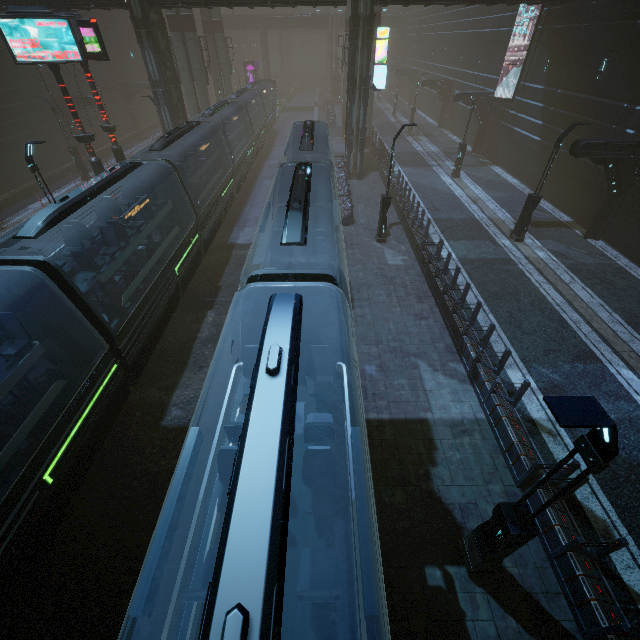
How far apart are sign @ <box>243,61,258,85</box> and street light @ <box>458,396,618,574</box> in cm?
6355

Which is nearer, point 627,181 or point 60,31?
point 60,31

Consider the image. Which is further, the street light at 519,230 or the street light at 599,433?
the street light at 519,230

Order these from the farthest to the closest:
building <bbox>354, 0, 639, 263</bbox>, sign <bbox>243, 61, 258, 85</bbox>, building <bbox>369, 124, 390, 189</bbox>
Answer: sign <bbox>243, 61, 258, 85</bbox>, building <bbox>369, 124, 390, 189</bbox>, building <bbox>354, 0, 639, 263</bbox>

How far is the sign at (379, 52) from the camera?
20.3 meters

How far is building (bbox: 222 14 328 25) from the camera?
59.03m

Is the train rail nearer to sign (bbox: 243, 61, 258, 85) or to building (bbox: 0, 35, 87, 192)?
building (bbox: 0, 35, 87, 192)

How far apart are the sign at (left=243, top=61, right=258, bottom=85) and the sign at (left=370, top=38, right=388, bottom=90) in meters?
39.8
